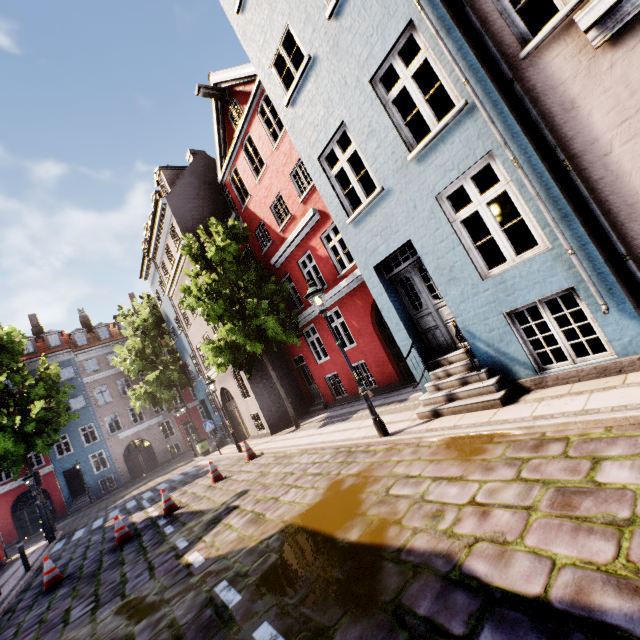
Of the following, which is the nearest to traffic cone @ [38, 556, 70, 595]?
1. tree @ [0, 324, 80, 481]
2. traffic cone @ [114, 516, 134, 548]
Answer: traffic cone @ [114, 516, 134, 548]

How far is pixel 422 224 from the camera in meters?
6.2 m

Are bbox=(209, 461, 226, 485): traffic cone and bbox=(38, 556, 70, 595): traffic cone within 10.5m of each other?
yes

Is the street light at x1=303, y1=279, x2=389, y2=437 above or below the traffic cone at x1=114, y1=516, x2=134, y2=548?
above

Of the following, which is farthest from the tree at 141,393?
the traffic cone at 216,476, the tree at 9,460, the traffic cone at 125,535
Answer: the traffic cone at 125,535

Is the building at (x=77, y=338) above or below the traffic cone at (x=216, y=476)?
above

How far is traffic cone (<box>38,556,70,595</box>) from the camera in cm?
829

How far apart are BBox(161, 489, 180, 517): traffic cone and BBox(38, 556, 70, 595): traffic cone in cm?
239
